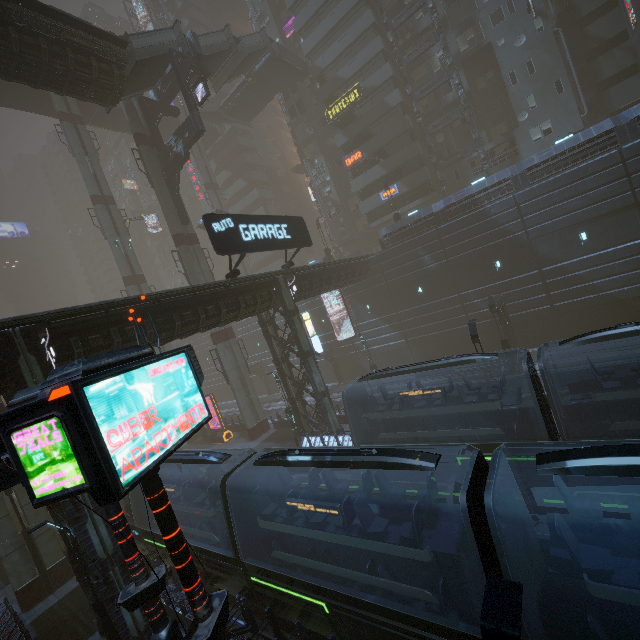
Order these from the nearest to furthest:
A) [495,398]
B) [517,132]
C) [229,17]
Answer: [495,398] → [517,132] → [229,17]

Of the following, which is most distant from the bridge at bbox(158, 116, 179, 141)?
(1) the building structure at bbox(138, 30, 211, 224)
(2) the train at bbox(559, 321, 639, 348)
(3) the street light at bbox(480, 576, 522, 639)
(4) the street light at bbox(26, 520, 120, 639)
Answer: (2) the train at bbox(559, 321, 639, 348)

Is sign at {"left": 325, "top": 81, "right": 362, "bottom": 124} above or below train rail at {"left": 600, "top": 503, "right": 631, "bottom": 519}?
above

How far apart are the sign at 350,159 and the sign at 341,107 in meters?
4.3 m

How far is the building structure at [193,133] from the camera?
24.4m

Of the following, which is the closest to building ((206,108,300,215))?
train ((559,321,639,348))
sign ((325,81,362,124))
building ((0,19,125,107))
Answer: sign ((325,81,362,124))

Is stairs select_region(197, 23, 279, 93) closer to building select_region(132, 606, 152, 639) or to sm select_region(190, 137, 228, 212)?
sm select_region(190, 137, 228, 212)

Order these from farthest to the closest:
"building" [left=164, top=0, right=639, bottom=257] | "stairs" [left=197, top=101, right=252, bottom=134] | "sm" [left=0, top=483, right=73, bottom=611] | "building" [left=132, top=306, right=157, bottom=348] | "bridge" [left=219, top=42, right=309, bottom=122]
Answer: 1. "stairs" [left=197, top=101, right=252, bottom=134]
2. "bridge" [left=219, top=42, right=309, bottom=122]
3. "building" [left=164, top=0, right=639, bottom=257]
4. "sm" [left=0, top=483, right=73, bottom=611]
5. "building" [left=132, top=306, right=157, bottom=348]
